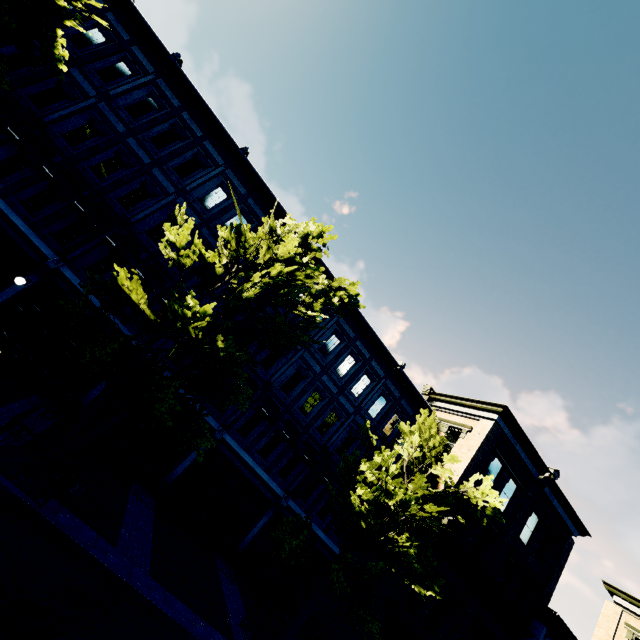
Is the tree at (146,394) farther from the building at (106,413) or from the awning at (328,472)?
the awning at (328,472)

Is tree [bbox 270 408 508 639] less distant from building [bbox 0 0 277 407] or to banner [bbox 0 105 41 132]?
building [bbox 0 0 277 407]

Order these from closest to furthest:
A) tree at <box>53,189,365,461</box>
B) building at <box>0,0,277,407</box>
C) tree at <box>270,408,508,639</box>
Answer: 1. tree at <box>53,189,365,461</box>
2. tree at <box>270,408,508,639</box>
3. building at <box>0,0,277,407</box>

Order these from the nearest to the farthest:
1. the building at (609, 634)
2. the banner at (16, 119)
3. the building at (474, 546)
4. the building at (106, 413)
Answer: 1. the banner at (16, 119)
2. the building at (106, 413)
3. the building at (474, 546)
4. the building at (609, 634)

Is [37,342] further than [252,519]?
No

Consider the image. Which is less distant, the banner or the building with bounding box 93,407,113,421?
the banner

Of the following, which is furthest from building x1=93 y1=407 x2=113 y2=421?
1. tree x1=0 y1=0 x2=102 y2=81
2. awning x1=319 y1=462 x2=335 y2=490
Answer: tree x1=0 y1=0 x2=102 y2=81

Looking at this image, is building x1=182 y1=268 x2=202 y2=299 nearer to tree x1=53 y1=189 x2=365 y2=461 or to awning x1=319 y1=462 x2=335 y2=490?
awning x1=319 y1=462 x2=335 y2=490
